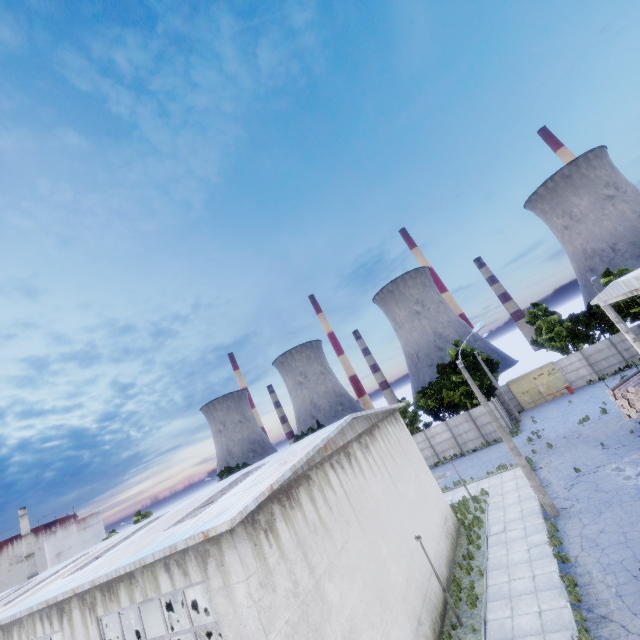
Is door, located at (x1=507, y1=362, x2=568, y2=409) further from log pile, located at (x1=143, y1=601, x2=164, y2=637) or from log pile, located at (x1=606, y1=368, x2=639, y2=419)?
log pile, located at (x1=143, y1=601, x2=164, y2=637)

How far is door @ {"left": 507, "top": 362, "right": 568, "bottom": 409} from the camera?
38.7m

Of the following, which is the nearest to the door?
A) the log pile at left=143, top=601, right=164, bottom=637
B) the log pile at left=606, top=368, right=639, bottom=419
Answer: the log pile at left=606, top=368, right=639, bottom=419

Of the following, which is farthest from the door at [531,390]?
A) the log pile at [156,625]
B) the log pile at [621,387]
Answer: the log pile at [156,625]

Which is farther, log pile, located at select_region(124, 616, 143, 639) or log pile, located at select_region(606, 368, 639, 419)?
log pile, located at select_region(124, 616, 143, 639)

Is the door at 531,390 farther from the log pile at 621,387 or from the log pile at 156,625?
the log pile at 156,625

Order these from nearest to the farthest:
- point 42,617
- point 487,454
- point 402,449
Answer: point 42,617, point 402,449, point 487,454

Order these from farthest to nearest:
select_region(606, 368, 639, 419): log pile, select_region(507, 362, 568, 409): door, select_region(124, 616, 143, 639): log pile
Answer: select_region(507, 362, 568, 409): door
select_region(124, 616, 143, 639): log pile
select_region(606, 368, 639, 419): log pile
